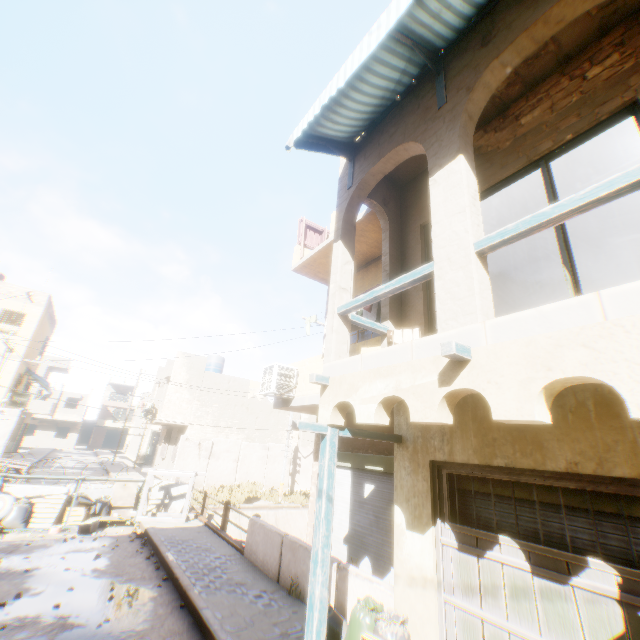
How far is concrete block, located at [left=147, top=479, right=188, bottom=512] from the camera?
12.72m

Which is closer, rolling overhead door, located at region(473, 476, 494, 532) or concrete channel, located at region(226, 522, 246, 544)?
rolling overhead door, located at region(473, 476, 494, 532)

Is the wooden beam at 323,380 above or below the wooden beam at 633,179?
below

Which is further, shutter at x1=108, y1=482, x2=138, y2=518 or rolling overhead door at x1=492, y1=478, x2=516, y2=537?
shutter at x1=108, y1=482, x2=138, y2=518

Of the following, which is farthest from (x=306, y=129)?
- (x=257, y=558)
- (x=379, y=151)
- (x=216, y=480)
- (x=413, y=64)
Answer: (x=216, y=480)

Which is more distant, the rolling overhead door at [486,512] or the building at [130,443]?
the building at [130,443]

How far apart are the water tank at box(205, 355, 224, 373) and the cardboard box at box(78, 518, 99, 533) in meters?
18.2
